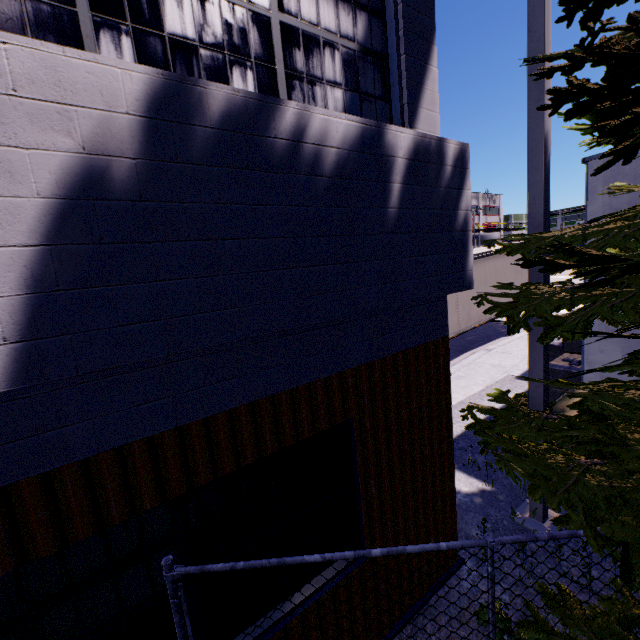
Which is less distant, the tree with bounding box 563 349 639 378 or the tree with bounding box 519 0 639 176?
the tree with bounding box 519 0 639 176

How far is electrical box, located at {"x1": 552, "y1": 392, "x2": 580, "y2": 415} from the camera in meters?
5.1 m

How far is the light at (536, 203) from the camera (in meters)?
3.61

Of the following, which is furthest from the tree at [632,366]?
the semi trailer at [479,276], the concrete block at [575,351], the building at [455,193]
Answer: the concrete block at [575,351]

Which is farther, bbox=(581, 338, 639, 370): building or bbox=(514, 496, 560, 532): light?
bbox=(581, 338, 639, 370): building

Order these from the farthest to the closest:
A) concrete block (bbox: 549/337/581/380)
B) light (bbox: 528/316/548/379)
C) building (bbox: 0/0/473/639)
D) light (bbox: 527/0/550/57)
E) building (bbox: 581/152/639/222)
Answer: concrete block (bbox: 549/337/581/380) < building (bbox: 581/152/639/222) < light (bbox: 528/316/548/379) < light (bbox: 527/0/550/57) < building (bbox: 0/0/473/639)

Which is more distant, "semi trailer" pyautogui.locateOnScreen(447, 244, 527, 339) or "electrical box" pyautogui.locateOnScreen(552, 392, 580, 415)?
"semi trailer" pyautogui.locateOnScreen(447, 244, 527, 339)

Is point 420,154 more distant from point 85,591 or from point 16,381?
point 85,591
